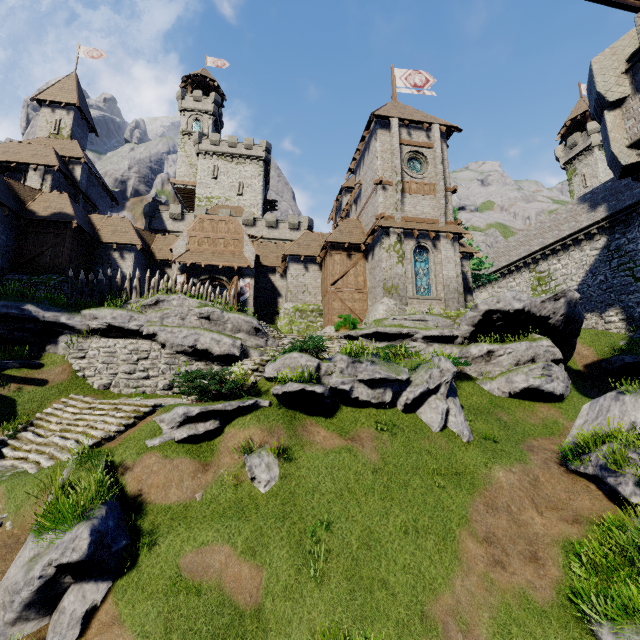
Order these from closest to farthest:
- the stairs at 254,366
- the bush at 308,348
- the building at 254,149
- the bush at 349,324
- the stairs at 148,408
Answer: the stairs at 148,408 → the bush at 308,348 → the stairs at 254,366 → the bush at 349,324 → the building at 254,149

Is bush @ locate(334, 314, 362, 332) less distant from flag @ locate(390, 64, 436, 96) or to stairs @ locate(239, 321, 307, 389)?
stairs @ locate(239, 321, 307, 389)

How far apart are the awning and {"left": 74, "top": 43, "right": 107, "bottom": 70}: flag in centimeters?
2819cm

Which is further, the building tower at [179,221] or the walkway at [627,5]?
the building tower at [179,221]

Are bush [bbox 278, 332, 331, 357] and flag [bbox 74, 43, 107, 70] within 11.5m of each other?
no

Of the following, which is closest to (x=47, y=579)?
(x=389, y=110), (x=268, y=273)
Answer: (x=268, y=273)

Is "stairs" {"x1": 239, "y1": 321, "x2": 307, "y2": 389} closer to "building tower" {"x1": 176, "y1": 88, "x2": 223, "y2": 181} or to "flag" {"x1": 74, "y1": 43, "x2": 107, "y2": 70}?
"flag" {"x1": 74, "y1": 43, "x2": 107, "y2": 70}

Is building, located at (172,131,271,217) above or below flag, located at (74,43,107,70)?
below
